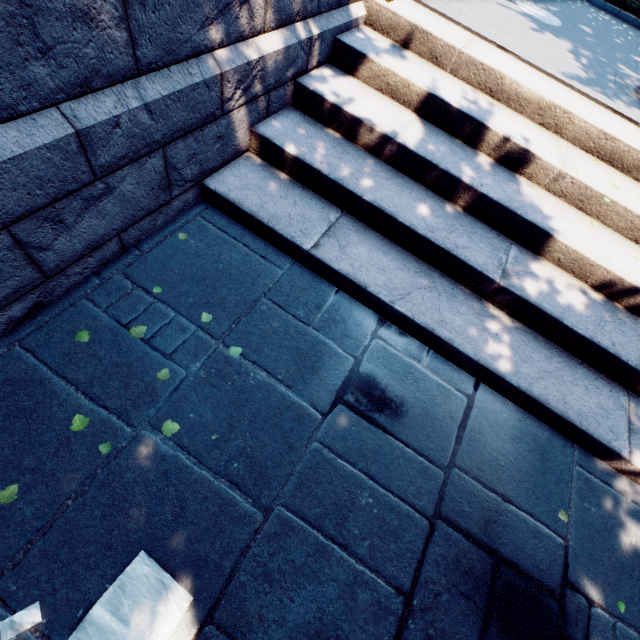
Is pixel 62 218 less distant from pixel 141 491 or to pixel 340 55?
pixel 141 491
